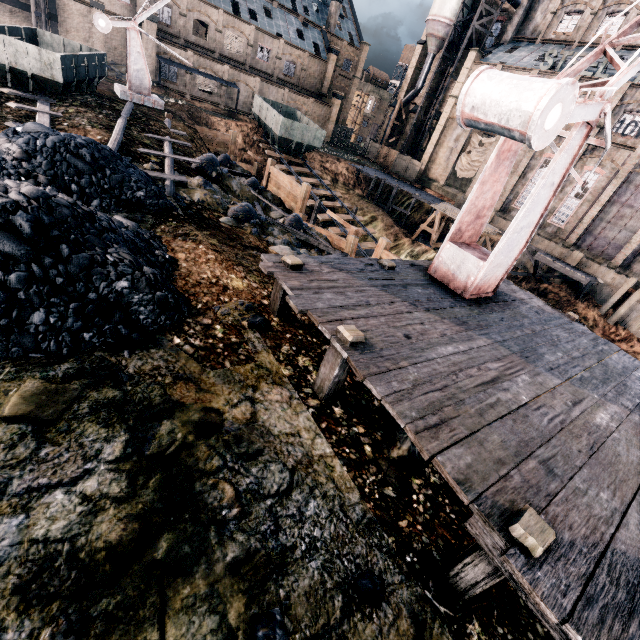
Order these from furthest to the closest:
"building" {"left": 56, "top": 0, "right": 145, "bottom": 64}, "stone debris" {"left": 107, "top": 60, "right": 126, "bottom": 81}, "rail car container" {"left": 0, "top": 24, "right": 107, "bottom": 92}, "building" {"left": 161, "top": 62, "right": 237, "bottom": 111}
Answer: "building" {"left": 161, "top": 62, "right": 237, "bottom": 111}, "building" {"left": 56, "top": 0, "right": 145, "bottom": 64}, "stone debris" {"left": 107, "top": 60, "right": 126, "bottom": 81}, "rail car container" {"left": 0, "top": 24, "right": 107, "bottom": 92}

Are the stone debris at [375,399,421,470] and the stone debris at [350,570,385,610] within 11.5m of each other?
yes

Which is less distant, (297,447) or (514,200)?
(297,447)

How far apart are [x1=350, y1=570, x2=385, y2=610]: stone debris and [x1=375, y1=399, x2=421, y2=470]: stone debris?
1.6 meters

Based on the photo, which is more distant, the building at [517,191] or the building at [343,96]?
the building at [343,96]

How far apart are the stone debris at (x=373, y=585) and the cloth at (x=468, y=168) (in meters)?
47.63

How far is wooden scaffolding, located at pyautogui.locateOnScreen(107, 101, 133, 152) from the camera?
12.0 meters

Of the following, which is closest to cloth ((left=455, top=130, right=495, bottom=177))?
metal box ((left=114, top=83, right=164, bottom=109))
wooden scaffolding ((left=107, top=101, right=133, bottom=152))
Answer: metal box ((left=114, top=83, right=164, bottom=109))
